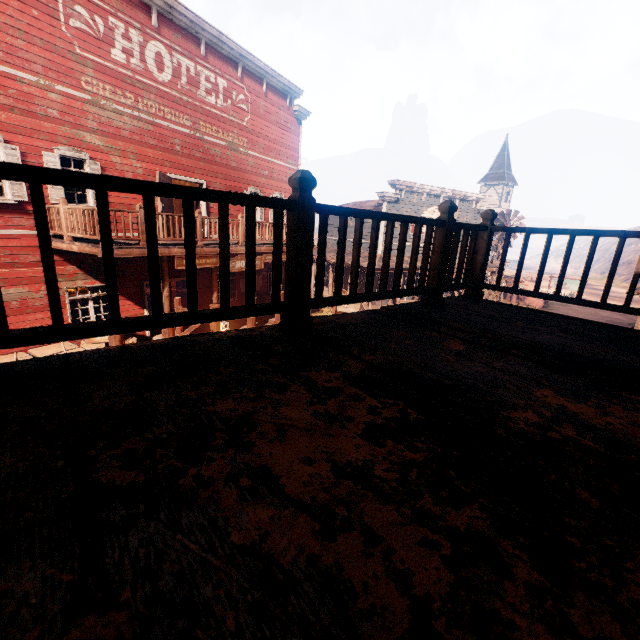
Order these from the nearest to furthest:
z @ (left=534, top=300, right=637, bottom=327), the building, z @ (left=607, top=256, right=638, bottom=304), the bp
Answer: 1. the building
2. the bp
3. z @ (left=534, top=300, right=637, bottom=327)
4. z @ (left=607, top=256, right=638, bottom=304)

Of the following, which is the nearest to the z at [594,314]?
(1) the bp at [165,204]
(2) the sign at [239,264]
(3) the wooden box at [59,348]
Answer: (3) the wooden box at [59,348]

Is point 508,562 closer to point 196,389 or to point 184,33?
point 196,389

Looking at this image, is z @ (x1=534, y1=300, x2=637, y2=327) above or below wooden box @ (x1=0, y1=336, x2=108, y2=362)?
below

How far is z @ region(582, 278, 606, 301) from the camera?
37.2 meters

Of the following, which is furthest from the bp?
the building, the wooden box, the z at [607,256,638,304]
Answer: the z at [607,256,638,304]

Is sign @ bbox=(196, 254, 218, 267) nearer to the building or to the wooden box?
the building

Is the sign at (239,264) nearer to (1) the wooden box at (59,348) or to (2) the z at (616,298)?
(1) the wooden box at (59,348)
